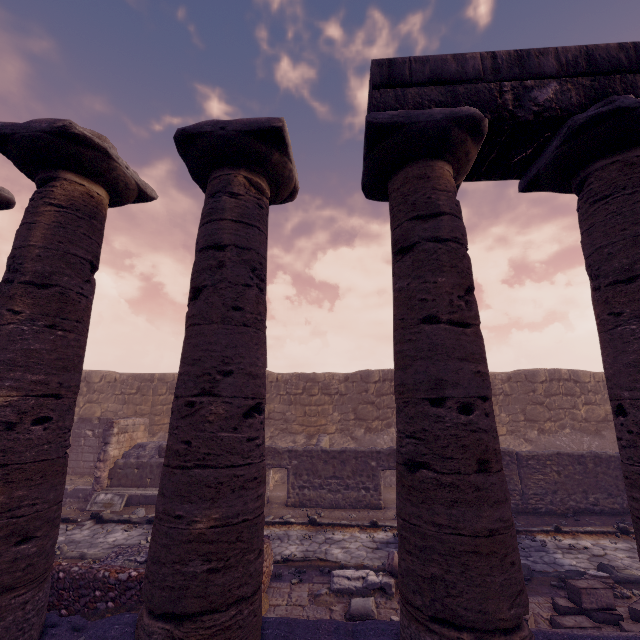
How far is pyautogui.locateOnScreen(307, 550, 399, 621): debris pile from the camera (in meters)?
4.94

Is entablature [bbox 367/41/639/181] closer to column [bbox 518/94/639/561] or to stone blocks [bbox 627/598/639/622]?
column [bbox 518/94/639/561]

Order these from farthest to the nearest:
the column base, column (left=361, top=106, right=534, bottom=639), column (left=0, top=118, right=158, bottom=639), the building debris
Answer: the building debris
the column base
column (left=0, top=118, right=158, bottom=639)
column (left=361, top=106, right=534, bottom=639)

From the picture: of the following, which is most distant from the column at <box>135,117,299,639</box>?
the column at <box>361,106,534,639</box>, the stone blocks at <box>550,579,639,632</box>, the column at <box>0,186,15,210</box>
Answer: the stone blocks at <box>550,579,639,632</box>

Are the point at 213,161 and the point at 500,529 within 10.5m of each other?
yes

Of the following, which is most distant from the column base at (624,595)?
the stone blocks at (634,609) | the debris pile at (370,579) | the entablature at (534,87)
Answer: the entablature at (534,87)

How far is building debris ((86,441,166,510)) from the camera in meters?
10.8

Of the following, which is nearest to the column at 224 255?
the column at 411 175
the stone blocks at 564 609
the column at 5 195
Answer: the column at 411 175
